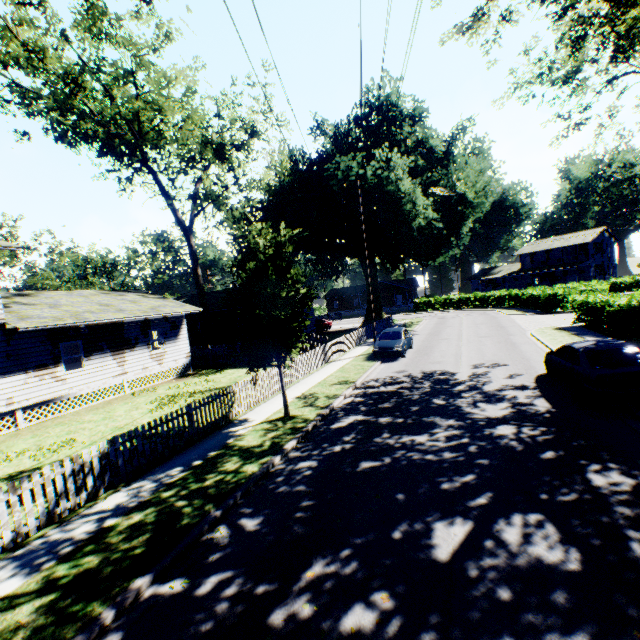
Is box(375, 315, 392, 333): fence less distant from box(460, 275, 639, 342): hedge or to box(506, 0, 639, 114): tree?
box(460, 275, 639, 342): hedge

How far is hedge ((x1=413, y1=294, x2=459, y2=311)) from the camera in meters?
52.6 m

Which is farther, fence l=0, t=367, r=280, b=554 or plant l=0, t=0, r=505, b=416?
plant l=0, t=0, r=505, b=416

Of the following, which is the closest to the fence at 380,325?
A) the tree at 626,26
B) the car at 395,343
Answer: the car at 395,343

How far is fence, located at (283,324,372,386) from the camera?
17.0 meters

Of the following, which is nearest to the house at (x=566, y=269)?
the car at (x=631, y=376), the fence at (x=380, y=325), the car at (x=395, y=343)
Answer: the fence at (x=380, y=325)

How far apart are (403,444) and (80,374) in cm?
1700

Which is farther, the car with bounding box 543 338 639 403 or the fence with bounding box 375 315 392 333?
the fence with bounding box 375 315 392 333
